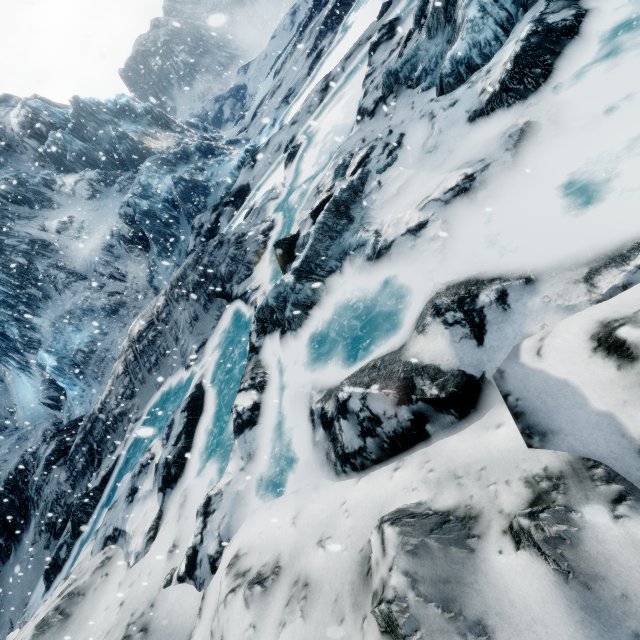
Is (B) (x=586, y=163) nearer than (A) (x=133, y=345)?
Yes
